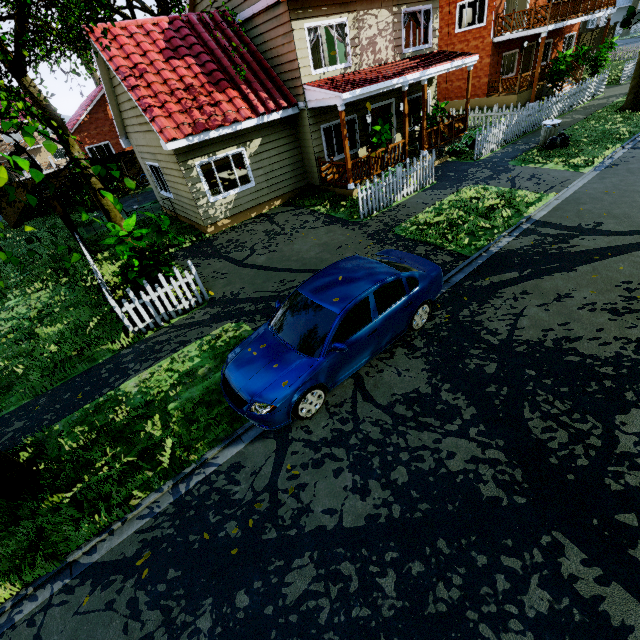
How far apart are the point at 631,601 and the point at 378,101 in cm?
1624

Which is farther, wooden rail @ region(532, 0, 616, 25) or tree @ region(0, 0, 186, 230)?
wooden rail @ region(532, 0, 616, 25)

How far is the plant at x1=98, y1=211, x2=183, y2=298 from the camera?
7.57m

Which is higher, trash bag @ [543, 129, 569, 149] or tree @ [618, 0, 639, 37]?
tree @ [618, 0, 639, 37]

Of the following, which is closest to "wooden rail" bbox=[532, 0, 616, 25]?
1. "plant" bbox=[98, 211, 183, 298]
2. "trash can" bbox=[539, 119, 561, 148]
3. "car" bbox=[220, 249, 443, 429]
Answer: "trash can" bbox=[539, 119, 561, 148]

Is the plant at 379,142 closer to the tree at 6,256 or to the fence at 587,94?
the fence at 587,94

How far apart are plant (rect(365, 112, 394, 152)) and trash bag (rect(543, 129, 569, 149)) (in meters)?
6.01
